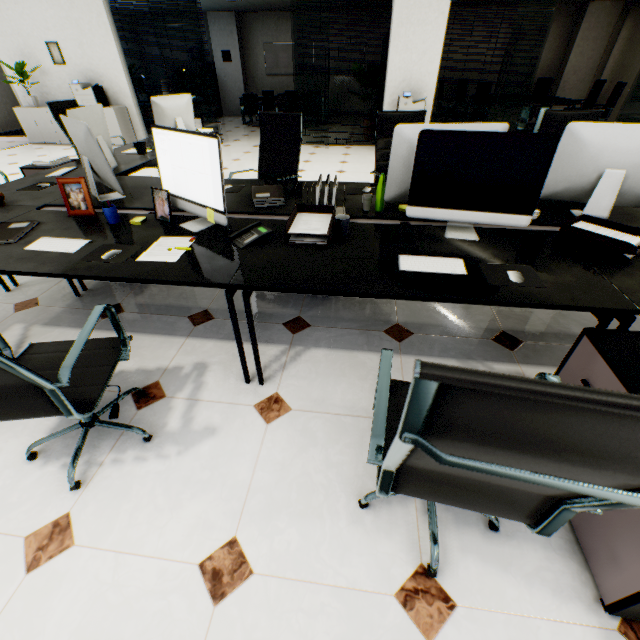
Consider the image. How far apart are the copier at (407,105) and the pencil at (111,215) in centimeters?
641cm

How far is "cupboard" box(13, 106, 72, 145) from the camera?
7.7m

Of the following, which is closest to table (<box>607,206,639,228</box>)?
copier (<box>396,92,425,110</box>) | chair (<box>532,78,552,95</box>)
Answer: copier (<box>396,92,425,110</box>)

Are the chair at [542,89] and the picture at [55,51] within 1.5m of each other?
no

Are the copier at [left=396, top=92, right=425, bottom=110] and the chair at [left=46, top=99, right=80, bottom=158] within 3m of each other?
no

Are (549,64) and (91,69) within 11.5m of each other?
no

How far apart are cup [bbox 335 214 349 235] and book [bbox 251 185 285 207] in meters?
0.6
